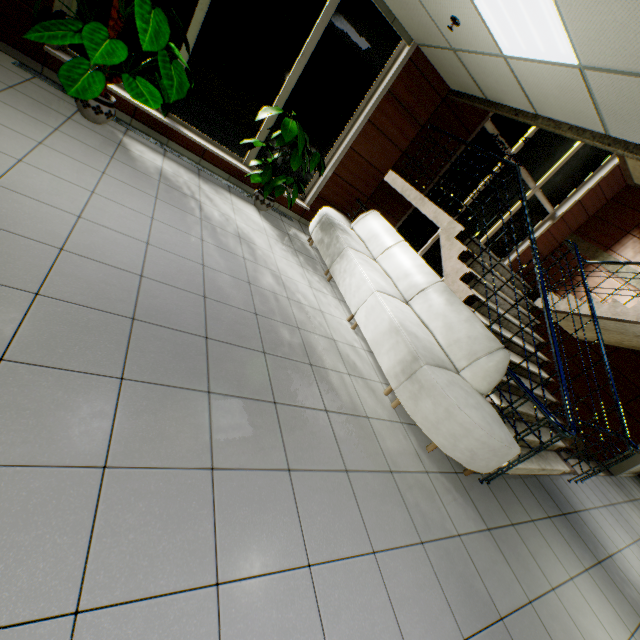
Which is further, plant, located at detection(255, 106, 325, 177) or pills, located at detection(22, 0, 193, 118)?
plant, located at detection(255, 106, 325, 177)

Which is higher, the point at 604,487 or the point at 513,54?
Result: the point at 513,54

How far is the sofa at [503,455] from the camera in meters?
2.9

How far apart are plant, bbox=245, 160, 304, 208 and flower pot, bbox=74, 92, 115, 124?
1.8 meters

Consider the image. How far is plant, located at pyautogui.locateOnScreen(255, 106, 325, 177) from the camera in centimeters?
438cm

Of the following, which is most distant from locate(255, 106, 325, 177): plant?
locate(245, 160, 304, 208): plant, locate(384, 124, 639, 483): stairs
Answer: locate(384, 124, 639, 483): stairs

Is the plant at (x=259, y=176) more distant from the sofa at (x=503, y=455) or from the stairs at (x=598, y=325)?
the stairs at (x=598, y=325)

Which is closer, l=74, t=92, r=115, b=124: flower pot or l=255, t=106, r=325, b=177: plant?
l=74, t=92, r=115, b=124: flower pot
